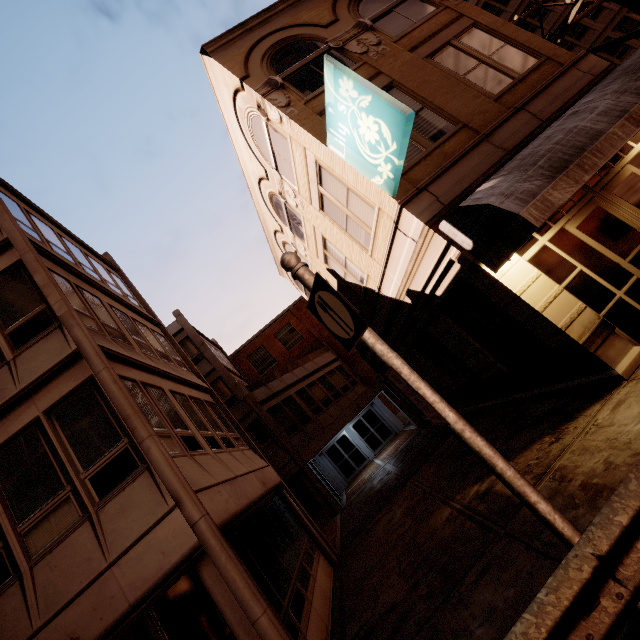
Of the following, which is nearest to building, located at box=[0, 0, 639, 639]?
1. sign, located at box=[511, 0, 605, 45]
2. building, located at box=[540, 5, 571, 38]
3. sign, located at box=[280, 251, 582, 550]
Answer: sign, located at box=[280, 251, 582, 550]

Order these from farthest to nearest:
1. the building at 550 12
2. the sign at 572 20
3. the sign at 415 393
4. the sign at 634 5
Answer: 1. the building at 550 12
2. the sign at 572 20
3. the sign at 634 5
4. the sign at 415 393

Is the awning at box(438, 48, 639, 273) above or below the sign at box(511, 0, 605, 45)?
below

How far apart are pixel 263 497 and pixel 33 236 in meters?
9.7 m

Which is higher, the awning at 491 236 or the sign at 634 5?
the sign at 634 5

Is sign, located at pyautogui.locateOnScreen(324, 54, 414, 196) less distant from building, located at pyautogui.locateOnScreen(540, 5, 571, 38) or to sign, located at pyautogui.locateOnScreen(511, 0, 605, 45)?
sign, located at pyautogui.locateOnScreen(511, 0, 605, 45)

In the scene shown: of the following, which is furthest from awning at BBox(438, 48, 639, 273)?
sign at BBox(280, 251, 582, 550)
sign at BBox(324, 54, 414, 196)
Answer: sign at BBox(280, 251, 582, 550)

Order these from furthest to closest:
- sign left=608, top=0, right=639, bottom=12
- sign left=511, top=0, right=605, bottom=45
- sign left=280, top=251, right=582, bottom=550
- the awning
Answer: sign left=511, top=0, right=605, bottom=45
sign left=608, top=0, right=639, bottom=12
the awning
sign left=280, top=251, right=582, bottom=550
